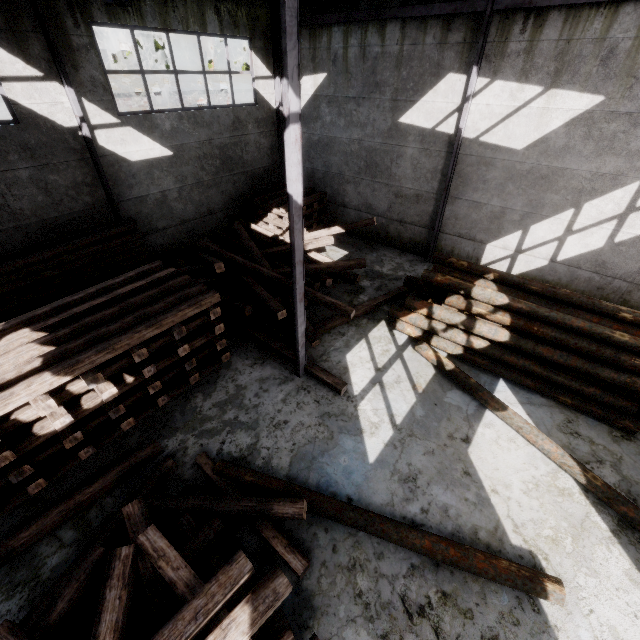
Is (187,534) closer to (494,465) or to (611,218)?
(494,465)

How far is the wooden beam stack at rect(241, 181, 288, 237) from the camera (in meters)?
12.81

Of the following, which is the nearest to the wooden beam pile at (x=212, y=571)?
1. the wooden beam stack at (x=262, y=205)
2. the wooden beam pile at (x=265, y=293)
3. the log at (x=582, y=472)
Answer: the wooden beam pile at (x=265, y=293)

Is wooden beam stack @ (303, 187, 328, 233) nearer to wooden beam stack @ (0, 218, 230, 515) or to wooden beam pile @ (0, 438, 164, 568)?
wooden beam stack @ (0, 218, 230, 515)

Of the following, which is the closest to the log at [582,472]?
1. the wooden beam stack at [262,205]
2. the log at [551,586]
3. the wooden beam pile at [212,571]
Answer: the log at [551,586]

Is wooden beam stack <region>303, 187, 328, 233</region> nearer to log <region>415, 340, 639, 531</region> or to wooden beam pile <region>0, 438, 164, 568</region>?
log <region>415, 340, 639, 531</region>

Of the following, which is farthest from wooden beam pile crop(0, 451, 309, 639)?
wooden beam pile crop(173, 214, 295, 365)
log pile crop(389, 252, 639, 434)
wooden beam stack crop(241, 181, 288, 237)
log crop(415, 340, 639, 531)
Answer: wooden beam stack crop(241, 181, 288, 237)

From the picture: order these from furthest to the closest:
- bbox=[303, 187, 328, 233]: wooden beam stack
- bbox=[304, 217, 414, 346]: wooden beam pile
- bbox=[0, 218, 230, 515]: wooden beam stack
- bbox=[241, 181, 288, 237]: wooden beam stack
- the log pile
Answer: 1. bbox=[303, 187, 328, 233]: wooden beam stack
2. bbox=[241, 181, 288, 237]: wooden beam stack
3. bbox=[304, 217, 414, 346]: wooden beam pile
4. the log pile
5. bbox=[0, 218, 230, 515]: wooden beam stack
